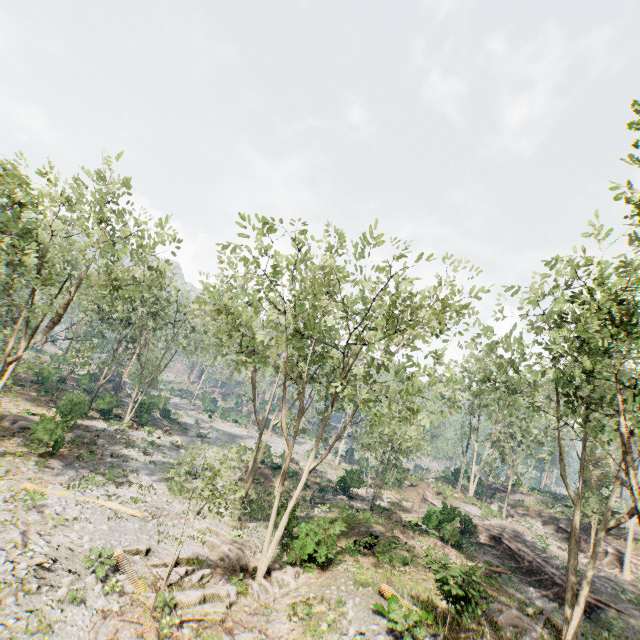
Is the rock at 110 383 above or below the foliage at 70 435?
above

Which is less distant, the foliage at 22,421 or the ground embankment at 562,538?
the foliage at 22,421

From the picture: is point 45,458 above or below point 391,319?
below

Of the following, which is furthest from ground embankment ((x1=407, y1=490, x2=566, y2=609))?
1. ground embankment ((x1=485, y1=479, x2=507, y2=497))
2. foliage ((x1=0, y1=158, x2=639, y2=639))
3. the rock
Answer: the rock

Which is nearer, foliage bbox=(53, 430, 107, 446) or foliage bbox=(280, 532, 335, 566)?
foliage bbox=(280, 532, 335, 566)

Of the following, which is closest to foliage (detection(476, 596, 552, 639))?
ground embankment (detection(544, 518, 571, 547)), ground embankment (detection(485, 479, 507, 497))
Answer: ground embankment (detection(544, 518, 571, 547))

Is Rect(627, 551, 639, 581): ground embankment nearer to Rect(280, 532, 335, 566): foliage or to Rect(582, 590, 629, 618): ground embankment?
Rect(280, 532, 335, 566): foliage

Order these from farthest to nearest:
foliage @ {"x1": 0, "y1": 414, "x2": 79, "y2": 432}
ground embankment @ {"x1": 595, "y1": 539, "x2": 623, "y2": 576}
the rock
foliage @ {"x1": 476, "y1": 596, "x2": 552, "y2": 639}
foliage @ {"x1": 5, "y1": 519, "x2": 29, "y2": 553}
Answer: the rock < ground embankment @ {"x1": 595, "y1": 539, "x2": 623, "y2": 576} < foliage @ {"x1": 0, "y1": 414, "x2": 79, "y2": 432} < foliage @ {"x1": 476, "y1": 596, "x2": 552, "y2": 639} < foliage @ {"x1": 5, "y1": 519, "x2": 29, "y2": 553}
